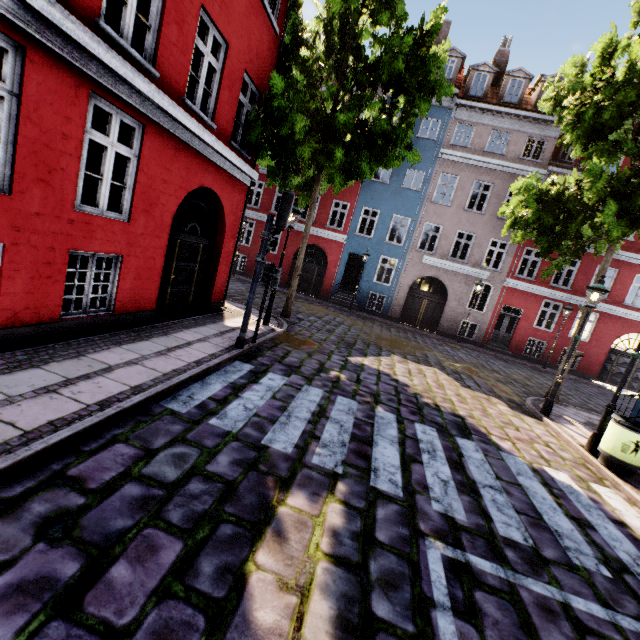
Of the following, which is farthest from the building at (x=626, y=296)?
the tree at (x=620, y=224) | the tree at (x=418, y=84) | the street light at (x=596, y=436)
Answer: the tree at (x=418, y=84)

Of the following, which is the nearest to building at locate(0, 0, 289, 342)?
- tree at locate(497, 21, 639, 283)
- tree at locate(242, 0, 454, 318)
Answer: tree at locate(497, 21, 639, 283)

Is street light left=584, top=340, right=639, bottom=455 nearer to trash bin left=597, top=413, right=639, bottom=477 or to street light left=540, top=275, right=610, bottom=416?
trash bin left=597, top=413, right=639, bottom=477

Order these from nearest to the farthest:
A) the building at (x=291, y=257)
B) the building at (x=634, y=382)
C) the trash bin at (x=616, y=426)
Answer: the trash bin at (x=616, y=426) → the building at (x=634, y=382) → the building at (x=291, y=257)

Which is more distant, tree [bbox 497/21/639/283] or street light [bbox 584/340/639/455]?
tree [bbox 497/21/639/283]

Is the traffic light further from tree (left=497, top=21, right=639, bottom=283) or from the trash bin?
the trash bin

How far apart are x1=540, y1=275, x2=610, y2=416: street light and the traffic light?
7.7m

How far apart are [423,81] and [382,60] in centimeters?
148cm
